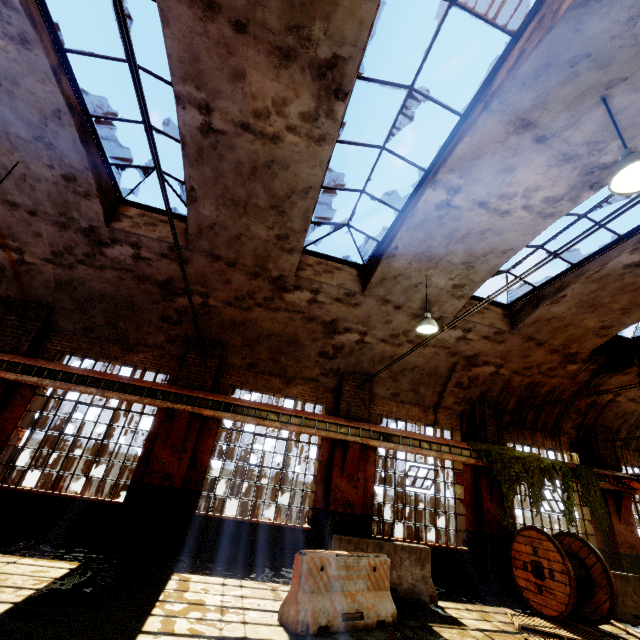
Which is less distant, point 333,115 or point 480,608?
point 333,115

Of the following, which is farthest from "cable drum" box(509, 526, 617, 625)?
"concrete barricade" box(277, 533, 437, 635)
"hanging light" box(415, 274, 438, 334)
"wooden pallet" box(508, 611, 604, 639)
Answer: "hanging light" box(415, 274, 438, 334)

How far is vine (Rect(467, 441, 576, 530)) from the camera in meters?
10.0 m

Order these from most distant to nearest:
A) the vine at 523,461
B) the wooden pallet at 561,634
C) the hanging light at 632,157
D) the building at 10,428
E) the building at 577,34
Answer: the vine at 523,461
the building at 10,428
the wooden pallet at 561,634
the building at 577,34
the hanging light at 632,157

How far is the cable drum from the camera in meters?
7.6 m

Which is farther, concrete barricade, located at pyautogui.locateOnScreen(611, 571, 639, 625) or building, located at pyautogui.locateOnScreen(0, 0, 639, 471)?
concrete barricade, located at pyautogui.locateOnScreen(611, 571, 639, 625)

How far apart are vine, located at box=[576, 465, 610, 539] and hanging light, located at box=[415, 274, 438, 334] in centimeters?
810cm

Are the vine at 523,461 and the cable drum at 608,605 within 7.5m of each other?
yes
